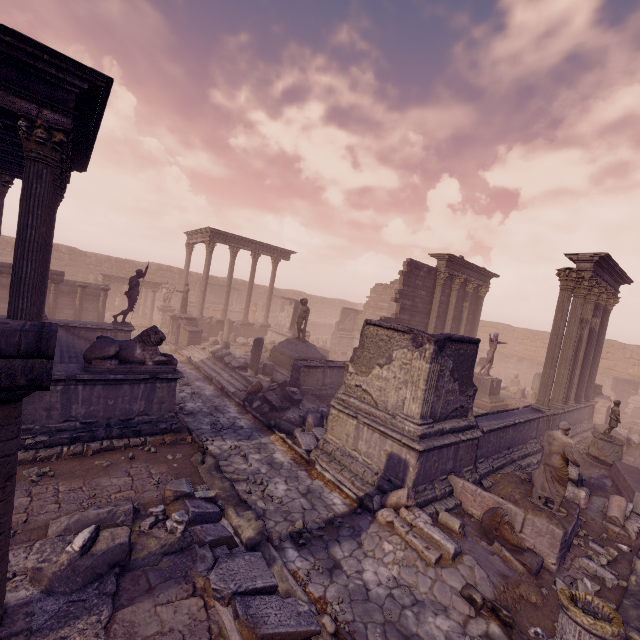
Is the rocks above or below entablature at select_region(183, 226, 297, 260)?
below

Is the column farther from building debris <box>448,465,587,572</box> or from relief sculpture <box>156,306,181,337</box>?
building debris <box>448,465,587,572</box>

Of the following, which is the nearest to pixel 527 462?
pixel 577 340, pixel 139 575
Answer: pixel 577 340

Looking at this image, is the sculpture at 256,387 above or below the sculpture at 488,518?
above

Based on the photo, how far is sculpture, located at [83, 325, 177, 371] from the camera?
7.3m

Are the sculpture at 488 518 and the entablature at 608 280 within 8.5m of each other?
no

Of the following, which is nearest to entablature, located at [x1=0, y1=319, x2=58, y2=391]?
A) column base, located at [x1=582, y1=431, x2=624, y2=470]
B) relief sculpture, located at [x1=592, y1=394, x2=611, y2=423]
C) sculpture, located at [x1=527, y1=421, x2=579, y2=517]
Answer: sculpture, located at [x1=527, y1=421, x2=579, y2=517]

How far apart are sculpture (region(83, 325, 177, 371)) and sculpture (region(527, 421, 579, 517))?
8.8m
